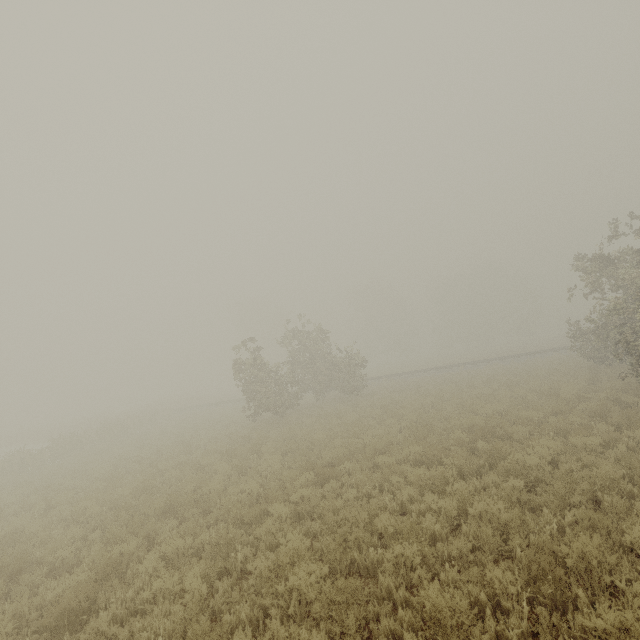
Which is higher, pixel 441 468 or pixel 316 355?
pixel 316 355
